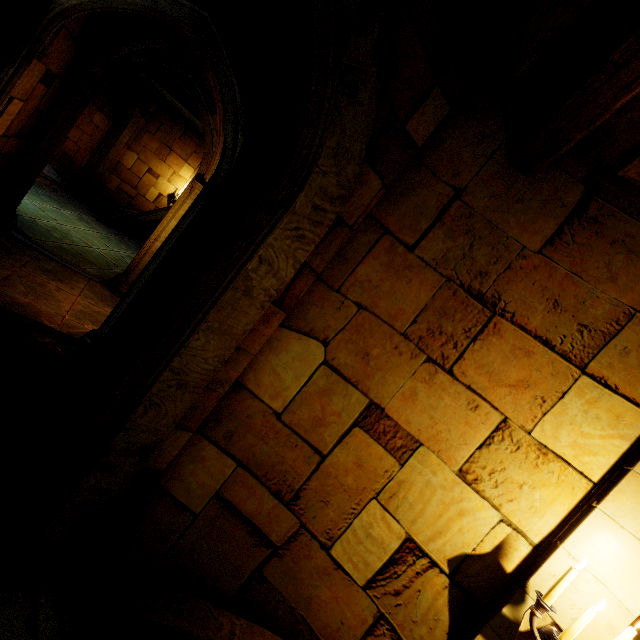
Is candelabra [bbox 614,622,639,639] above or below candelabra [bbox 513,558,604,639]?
above

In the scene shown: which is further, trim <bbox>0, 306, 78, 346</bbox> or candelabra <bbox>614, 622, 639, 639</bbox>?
trim <bbox>0, 306, 78, 346</bbox>

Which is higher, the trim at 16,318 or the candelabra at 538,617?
the candelabra at 538,617

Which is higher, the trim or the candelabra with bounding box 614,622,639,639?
the candelabra with bounding box 614,622,639,639

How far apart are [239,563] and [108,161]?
16.7 meters

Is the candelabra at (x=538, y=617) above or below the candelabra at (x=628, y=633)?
below
